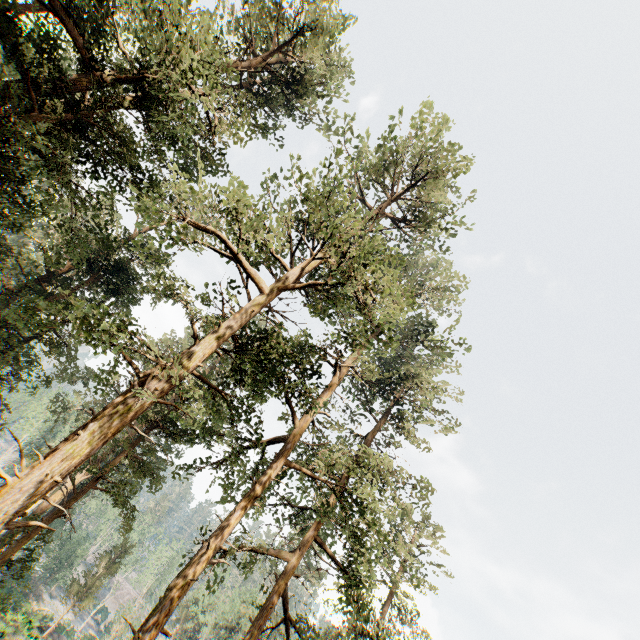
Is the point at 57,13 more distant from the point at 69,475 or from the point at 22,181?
the point at 69,475
